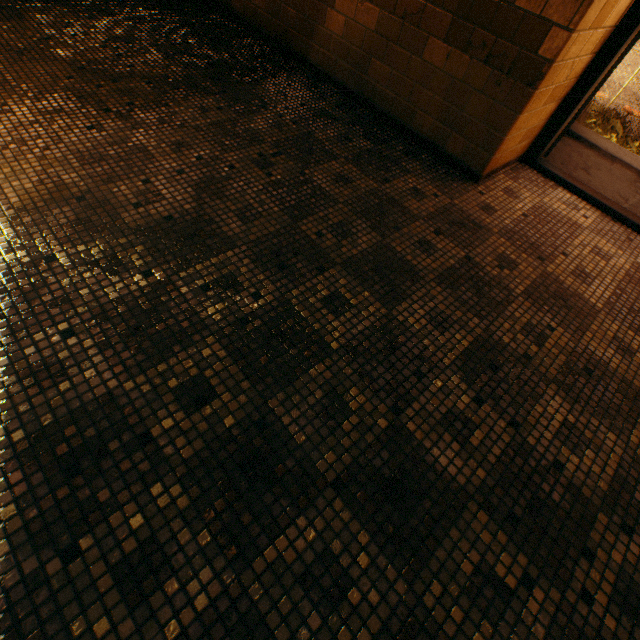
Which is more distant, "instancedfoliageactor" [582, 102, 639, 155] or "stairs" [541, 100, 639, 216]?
"instancedfoliageactor" [582, 102, 639, 155]

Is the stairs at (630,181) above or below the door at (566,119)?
below

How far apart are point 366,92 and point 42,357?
3.17m

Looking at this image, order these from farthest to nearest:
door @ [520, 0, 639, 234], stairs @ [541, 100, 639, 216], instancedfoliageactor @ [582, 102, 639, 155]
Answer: instancedfoliageactor @ [582, 102, 639, 155] < stairs @ [541, 100, 639, 216] < door @ [520, 0, 639, 234]

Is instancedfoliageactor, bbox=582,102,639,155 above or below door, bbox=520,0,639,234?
below

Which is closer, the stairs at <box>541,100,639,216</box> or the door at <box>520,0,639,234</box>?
the door at <box>520,0,639,234</box>

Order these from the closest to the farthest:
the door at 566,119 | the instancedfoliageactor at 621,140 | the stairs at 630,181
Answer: the door at 566,119 → the stairs at 630,181 → the instancedfoliageactor at 621,140

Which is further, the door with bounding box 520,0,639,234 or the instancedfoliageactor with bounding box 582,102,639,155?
the instancedfoliageactor with bounding box 582,102,639,155
